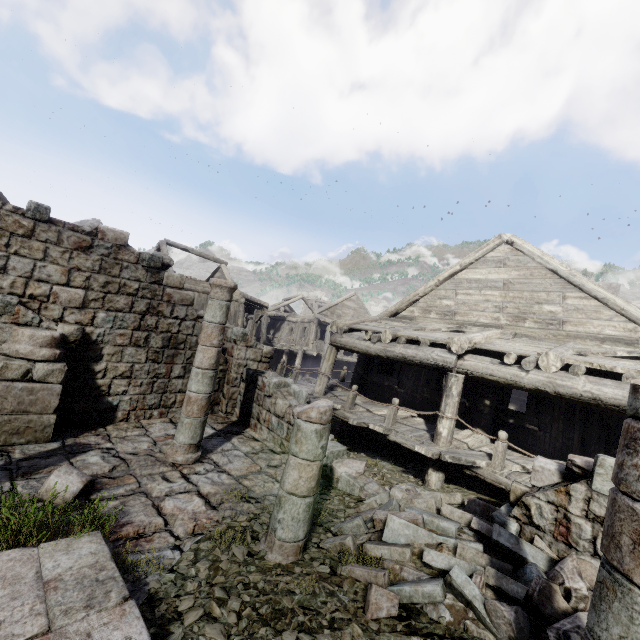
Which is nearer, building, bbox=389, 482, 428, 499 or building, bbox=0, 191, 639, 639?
building, bbox=0, 191, 639, 639

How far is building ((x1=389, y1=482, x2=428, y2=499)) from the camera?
6.01m

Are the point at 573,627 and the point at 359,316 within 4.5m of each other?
no

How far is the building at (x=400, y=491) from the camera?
6.0 meters

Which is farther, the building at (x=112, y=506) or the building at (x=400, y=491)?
the building at (x=400, y=491)

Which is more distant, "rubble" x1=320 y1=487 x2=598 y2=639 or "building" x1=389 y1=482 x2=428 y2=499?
"building" x1=389 y1=482 x2=428 y2=499
